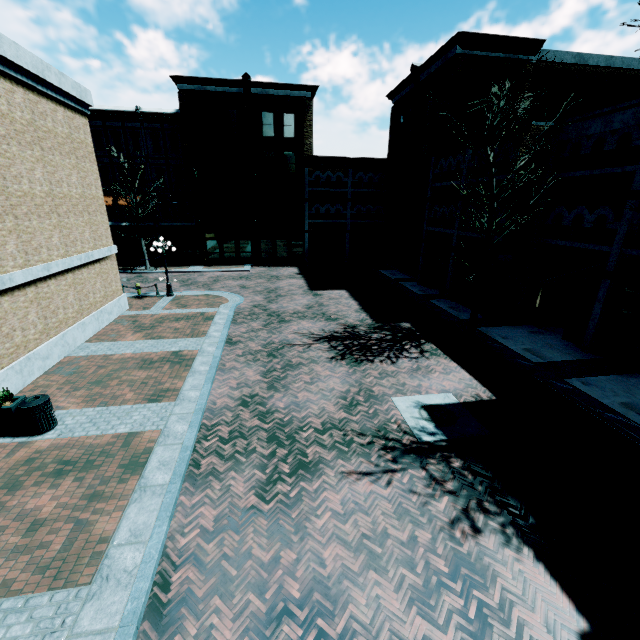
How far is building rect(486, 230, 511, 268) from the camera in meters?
15.6 m

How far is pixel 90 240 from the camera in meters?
14.7

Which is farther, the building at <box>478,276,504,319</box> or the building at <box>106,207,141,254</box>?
the building at <box>106,207,141,254</box>

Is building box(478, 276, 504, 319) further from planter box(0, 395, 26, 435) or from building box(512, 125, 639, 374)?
planter box(0, 395, 26, 435)

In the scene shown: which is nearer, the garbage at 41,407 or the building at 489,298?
the garbage at 41,407

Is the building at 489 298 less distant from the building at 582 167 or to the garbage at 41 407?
the building at 582 167

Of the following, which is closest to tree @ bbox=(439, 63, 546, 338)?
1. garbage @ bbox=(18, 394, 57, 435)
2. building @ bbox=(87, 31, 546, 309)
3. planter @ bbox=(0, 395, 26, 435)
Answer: building @ bbox=(87, 31, 546, 309)

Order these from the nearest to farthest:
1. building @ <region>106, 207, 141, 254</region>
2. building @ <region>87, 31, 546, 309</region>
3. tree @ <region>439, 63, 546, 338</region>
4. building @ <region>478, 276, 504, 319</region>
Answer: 1. tree @ <region>439, 63, 546, 338</region>
2. building @ <region>478, 276, 504, 319</region>
3. building @ <region>87, 31, 546, 309</region>
4. building @ <region>106, 207, 141, 254</region>
